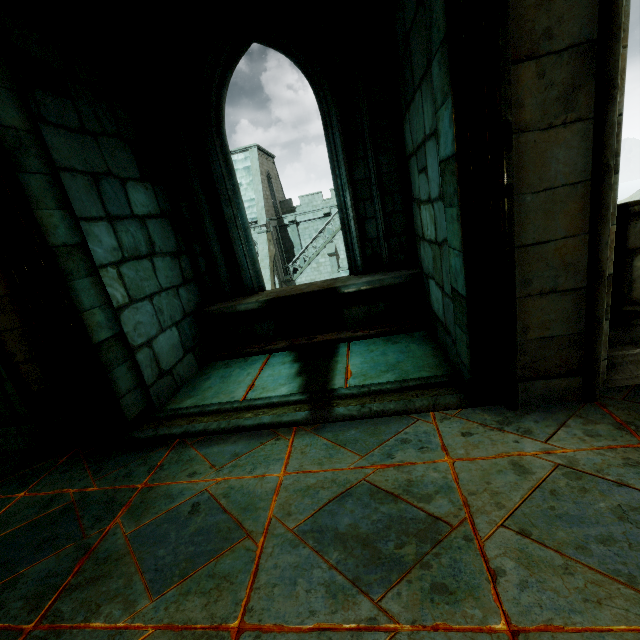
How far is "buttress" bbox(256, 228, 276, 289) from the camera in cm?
2494

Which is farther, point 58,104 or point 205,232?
point 205,232

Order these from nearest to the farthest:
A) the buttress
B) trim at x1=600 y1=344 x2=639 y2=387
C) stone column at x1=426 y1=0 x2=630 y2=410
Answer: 1. stone column at x1=426 y1=0 x2=630 y2=410
2. trim at x1=600 y1=344 x2=639 y2=387
3. the buttress

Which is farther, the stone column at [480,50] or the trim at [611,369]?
the trim at [611,369]

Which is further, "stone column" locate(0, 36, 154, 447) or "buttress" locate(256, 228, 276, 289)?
"buttress" locate(256, 228, 276, 289)

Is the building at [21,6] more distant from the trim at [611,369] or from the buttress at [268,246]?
the trim at [611,369]

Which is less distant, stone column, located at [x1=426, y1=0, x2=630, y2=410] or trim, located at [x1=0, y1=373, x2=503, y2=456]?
stone column, located at [x1=426, y1=0, x2=630, y2=410]

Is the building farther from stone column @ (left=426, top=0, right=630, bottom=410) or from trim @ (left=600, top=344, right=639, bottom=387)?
trim @ (left=600, top=344, right=639, bottom=387)
